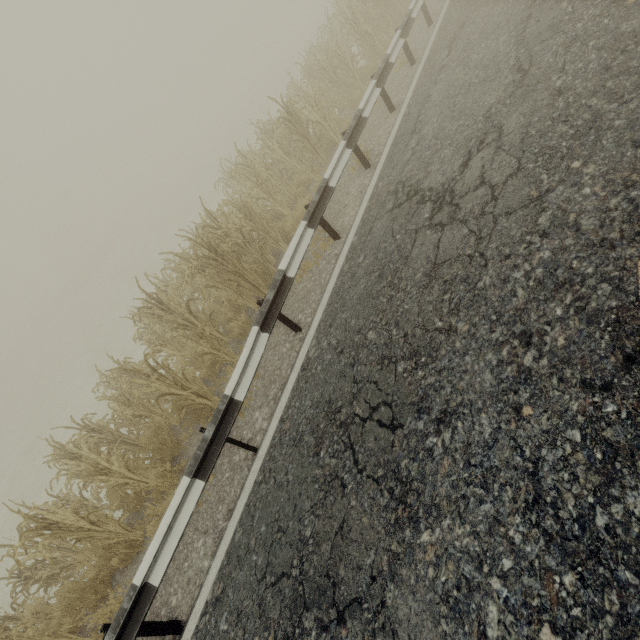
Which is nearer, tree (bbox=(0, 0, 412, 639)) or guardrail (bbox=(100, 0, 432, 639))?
guardrail (bbox=(100, 0, 432, 639))

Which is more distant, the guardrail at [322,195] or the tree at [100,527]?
the tree at [100,527]

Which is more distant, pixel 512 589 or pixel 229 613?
pixel 229 613
